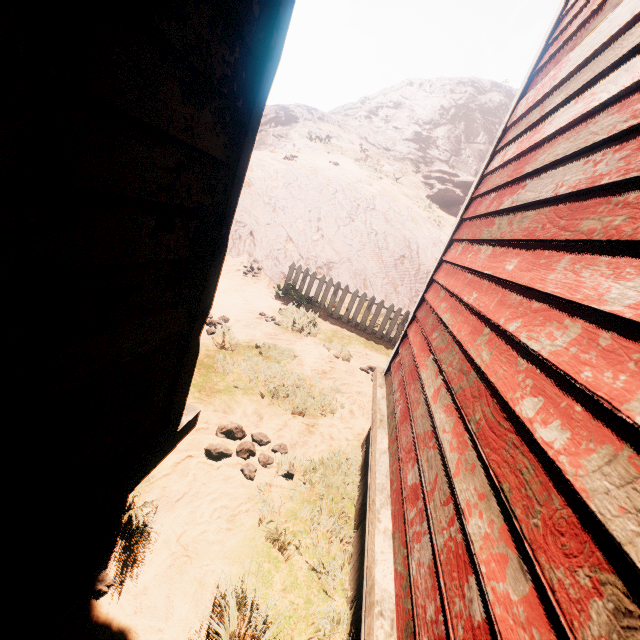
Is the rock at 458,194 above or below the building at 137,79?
above

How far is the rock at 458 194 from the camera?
19.7 meters

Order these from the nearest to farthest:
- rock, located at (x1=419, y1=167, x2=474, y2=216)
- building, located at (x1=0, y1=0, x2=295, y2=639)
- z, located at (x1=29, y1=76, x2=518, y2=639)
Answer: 1. building, located at (x1=0, y1=0, x2=295, y2=639)
2. z, located at (x1=29, y1=76, x2=518, y2=639)
3. rock, located at (x1=419, y1=167, x2=474, y2=216)

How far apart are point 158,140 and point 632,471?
1.5m

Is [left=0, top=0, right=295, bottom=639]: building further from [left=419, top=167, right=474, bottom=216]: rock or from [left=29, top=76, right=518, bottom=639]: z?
[left=419, top=167, right=474, bottom=216]: rock

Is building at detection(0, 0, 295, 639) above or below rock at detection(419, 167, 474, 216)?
below
